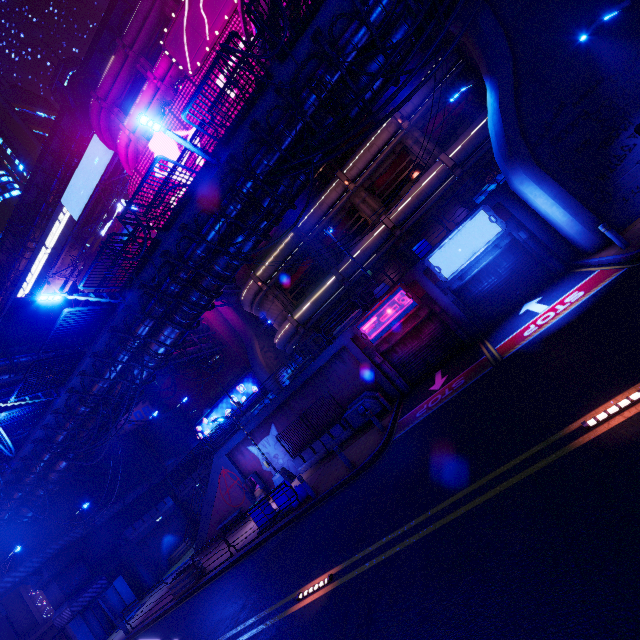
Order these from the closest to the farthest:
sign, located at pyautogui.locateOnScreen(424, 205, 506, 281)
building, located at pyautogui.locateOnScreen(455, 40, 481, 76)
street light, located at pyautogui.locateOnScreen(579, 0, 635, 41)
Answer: street light, located at pyautogui.locateOnScreen(579, 0, 635, 41), sign, located at pyautogui.locateOnScreen(424, 205, 506, 281), building, located at pyautogui.locateOnScreen(455, 40, 481, 76)

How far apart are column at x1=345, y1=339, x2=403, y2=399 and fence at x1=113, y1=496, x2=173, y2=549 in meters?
27.3

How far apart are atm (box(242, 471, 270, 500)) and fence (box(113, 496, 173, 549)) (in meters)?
15.81

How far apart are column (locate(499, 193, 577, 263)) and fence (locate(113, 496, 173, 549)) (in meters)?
37.76

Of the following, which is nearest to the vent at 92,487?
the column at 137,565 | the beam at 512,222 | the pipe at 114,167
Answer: the column at 137,565

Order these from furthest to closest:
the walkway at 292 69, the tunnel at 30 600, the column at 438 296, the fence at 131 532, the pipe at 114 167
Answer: the pipe at 114 167 < the tunnel at 30 600 < the fence at 131 532 < the column at 438 296 < the walkway at 292 69

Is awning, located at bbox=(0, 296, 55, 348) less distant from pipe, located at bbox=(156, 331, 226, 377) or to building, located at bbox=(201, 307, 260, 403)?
pipe, located at bbox=(156, 331, 226, 377)

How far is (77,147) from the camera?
39.97m
